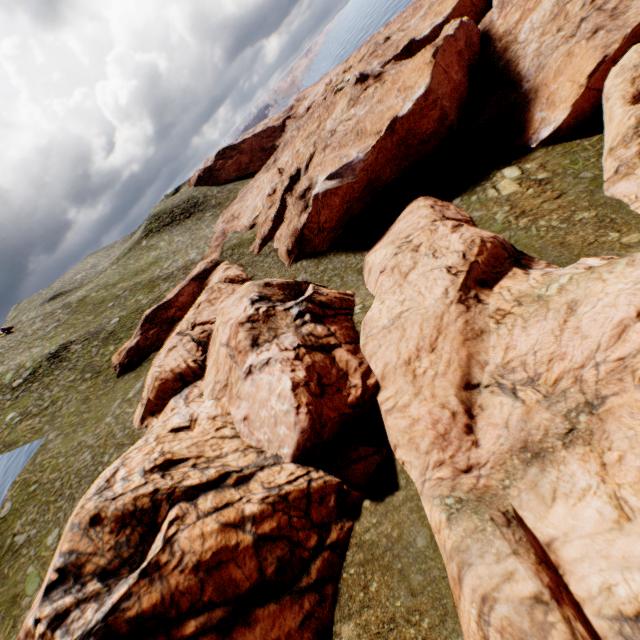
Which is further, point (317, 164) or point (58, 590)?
point (317, 164)
